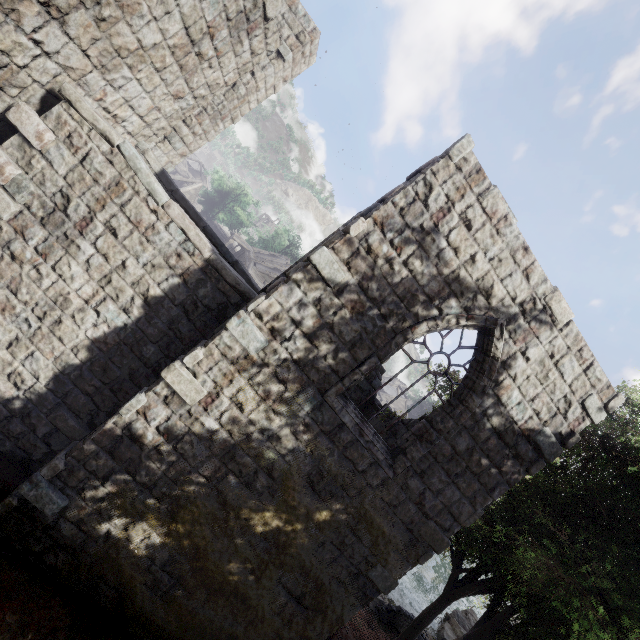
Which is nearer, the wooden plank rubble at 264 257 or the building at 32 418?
the building at 32 418

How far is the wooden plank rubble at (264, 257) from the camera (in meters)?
32.70

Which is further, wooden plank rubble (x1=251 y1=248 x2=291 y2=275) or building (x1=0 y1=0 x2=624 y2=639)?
wooden plank rubble (x1=251 y1=248 x2=291 y2=275)

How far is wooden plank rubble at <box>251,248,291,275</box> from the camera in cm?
3270

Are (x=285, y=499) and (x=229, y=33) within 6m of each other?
no
